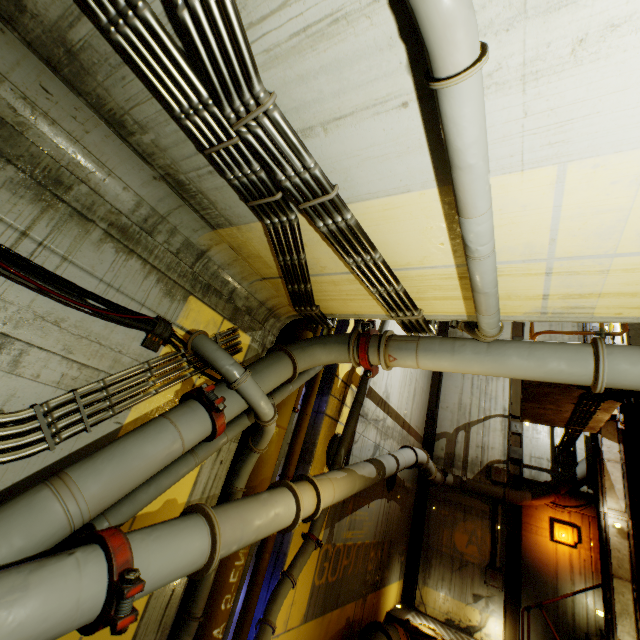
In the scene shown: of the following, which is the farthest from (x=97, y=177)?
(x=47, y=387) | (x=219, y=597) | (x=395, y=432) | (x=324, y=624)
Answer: (x=395, y=432)

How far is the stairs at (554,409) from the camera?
7.75m

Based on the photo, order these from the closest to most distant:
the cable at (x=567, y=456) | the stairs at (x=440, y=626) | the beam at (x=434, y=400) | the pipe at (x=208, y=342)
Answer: the pipe at (x=208, y=342) < the stairs at (x=440, y=626) < the cable at (x=567, y=456) < the beam at (x=434, y=400)

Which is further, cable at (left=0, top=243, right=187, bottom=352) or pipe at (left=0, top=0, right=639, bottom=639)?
cable at (left=0, top=243, right=187, bottom=352)

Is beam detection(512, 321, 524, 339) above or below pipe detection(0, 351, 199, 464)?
above

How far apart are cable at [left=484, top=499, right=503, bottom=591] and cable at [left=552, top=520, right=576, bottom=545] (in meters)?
1.51

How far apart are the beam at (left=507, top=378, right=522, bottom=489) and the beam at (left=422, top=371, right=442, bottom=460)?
2.84m

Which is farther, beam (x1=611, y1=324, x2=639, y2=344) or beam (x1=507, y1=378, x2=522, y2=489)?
beam (x1=507, y1=378, x2=522, y2=489)
